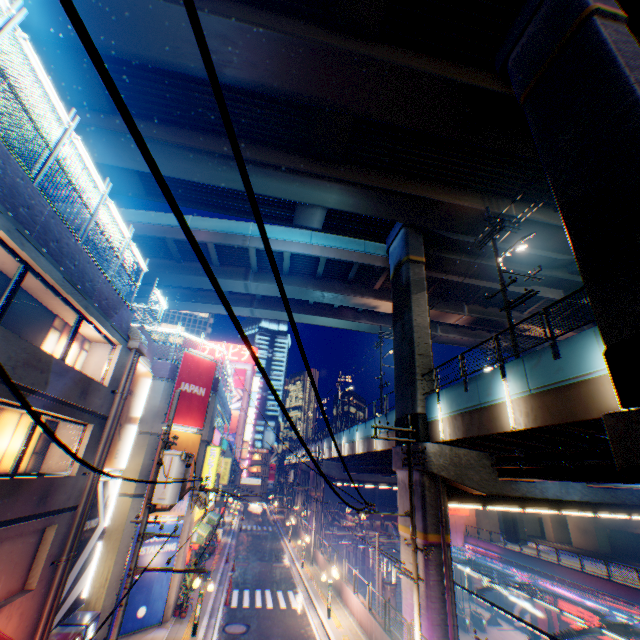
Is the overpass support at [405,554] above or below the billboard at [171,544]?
above

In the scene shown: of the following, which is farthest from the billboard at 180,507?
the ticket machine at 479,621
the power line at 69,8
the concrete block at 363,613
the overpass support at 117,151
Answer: the ticket machine at 479,621

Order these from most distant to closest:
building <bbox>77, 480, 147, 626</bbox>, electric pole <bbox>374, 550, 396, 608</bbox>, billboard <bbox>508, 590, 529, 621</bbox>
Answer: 1. billboard <bbox>508, 590, 529, 621</bbox>
2. electric pole <bbox>374, 550, 396, 608</bbox>
3. building <bbox>77, 480, 147, 626</bbox>

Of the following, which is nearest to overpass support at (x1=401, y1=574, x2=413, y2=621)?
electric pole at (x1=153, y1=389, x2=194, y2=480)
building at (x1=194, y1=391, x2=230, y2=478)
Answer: electric pole at (x1=153, y1=389, x2=194, y2=480)

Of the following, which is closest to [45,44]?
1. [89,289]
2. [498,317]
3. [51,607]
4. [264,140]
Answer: [264,140]

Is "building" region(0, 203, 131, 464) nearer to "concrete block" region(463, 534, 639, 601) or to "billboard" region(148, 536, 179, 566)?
"billboard" region(148, 536, 179, 566)

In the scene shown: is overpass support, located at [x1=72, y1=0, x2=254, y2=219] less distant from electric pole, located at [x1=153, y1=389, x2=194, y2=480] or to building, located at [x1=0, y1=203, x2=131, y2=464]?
building, located at [x1=0, y1=203, x2=131, y2=464]

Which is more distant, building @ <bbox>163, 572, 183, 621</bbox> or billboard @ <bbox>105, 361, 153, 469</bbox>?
building @ <bbox>163, 572, 183, 621</bbox>
